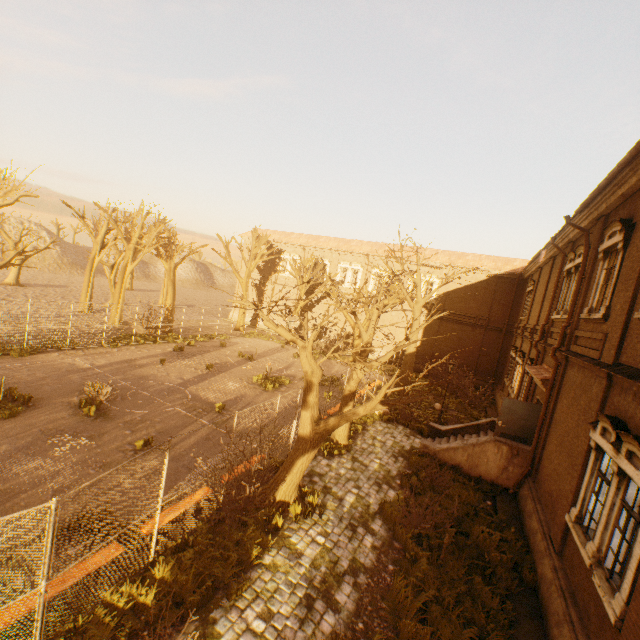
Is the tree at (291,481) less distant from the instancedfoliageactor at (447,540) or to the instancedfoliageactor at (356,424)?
the instancedfoliageactor at (356,424)

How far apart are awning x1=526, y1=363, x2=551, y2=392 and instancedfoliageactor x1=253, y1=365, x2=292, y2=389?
13.1 meters

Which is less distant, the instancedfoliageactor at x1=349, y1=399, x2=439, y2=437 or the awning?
the awning

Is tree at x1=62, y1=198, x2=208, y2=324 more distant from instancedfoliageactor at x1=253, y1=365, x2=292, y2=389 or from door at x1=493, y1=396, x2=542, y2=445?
instancedfoliageactor at x1=253, y1=365, x2=292, y2=389

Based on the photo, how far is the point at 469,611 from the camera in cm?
709

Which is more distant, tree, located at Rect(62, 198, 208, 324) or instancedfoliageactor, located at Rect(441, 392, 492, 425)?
tree, located at Rect(62, 198, 208, 324)

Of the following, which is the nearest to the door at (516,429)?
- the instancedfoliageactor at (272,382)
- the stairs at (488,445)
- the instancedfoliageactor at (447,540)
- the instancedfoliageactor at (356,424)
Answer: the stairs at (488,445)

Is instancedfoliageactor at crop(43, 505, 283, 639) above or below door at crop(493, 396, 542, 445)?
below
